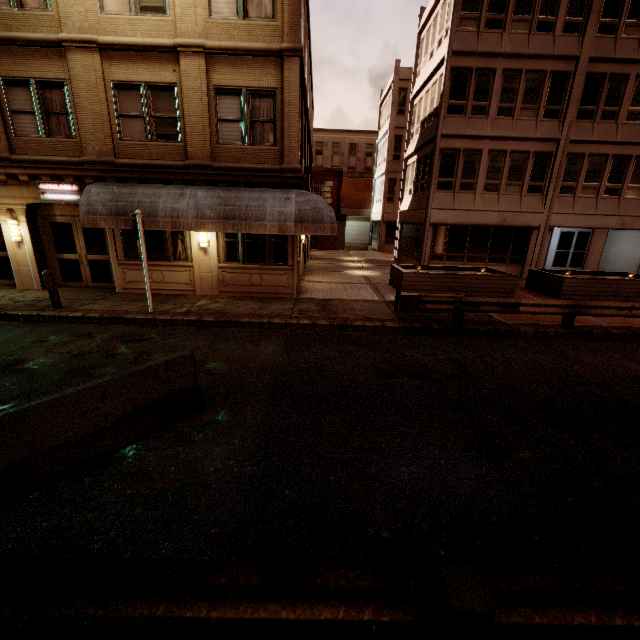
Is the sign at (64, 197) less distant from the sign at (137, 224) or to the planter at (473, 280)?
the sign at (137, 224)

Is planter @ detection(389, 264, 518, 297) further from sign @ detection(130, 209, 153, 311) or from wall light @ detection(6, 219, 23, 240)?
wall light @ detection(6, 219, 23, 240)

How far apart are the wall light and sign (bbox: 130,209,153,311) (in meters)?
6.11

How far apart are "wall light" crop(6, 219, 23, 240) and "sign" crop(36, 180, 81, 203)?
1.20m

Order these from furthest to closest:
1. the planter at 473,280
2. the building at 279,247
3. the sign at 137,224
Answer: the planter at 473,280
the building at 279,247
the sign at 137,224

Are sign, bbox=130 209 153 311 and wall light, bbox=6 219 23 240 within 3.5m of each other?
no

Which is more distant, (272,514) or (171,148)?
(171,148)

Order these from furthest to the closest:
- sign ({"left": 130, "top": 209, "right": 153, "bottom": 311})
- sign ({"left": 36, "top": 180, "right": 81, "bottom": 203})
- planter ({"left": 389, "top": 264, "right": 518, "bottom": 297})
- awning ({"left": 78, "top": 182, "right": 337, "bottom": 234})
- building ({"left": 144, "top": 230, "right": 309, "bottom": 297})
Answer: planter ({"left": 389, "top": 264, "right": 518, "bottom": 297}) → building ({"left": 144, "top": 230, "right": 309, "bottom": 297}) → sign ({"left": 36, "top": 180, "right": 81, "bottom": 203}) → awning ({"left": 78, "top": 182, "right": 337, "bottom": 234}) → sign ({"left": 130, "top": 209, "right": 153, "bottom": 311})
